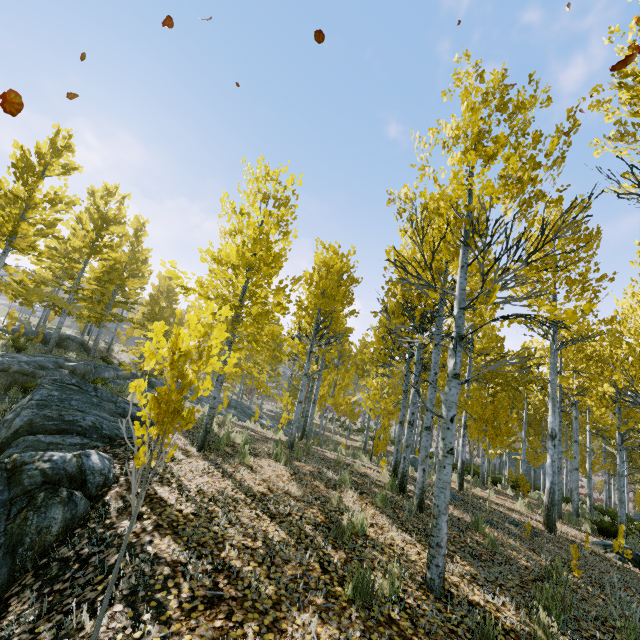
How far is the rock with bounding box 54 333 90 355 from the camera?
22.6 meters

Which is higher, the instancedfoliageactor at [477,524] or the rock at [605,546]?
the instancedfoliageactor at [477,524]

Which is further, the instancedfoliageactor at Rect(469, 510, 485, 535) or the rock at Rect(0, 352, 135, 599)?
the instancedfoliageactor at Rect(469, 510, 485, 535)

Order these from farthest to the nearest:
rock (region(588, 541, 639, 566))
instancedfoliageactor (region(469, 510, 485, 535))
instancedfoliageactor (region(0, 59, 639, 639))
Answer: rock (region(588, 541, 639, 566))
instancedfoliageactor (region(469, 510, 485, 535))
instancedfoliageactor (region(0, 59, 639, 639))

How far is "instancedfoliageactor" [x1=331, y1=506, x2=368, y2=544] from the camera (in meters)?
4.42

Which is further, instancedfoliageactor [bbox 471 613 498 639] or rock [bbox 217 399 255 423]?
rock [bbox 217 399 255 423]

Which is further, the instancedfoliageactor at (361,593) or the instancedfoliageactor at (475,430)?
the instancedfoliageactor at (475,430)

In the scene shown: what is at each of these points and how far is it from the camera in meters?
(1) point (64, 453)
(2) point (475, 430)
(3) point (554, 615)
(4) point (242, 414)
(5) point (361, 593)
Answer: (1) rock, 4.9
(2) instancedfoliageactor, 8.6
(3) instancedfoliageactor, 3.9
(4) rock, 19.7
(5) instancedfoliageactor, 3.3
